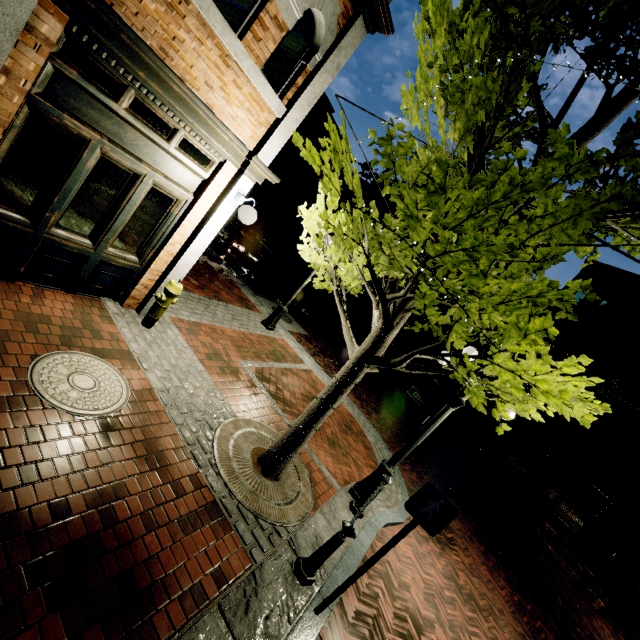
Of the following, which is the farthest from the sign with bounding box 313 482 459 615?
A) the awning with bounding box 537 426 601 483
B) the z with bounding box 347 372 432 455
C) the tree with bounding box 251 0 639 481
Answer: the awning with bounding box 537 426 601 483

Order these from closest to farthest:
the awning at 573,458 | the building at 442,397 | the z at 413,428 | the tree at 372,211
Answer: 1. the tree at 372,211
2. the z at 413,428
3. the awning at 573,458
4. the building at 442,397

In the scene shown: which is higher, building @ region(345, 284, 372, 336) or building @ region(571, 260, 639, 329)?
building @ region(571, 260, 639, 329)

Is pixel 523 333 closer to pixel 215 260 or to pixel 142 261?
pixel 142 261

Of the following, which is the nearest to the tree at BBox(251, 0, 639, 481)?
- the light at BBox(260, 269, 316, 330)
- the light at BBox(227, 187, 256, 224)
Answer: the light at BBox(227, 187, 256, 224)

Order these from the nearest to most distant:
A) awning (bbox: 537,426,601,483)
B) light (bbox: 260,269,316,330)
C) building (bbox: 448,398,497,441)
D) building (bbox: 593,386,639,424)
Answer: light (bbox: 260,269,316,330), awning (bbox: 537,426,601,483), building (bbox: 593,386,639,424), building (bbox: 448,398,497,441)

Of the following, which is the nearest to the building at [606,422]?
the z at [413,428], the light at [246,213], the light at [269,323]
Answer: Answer: the z at [413,428]

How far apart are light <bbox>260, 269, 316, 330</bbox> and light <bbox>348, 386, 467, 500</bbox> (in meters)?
4.39
